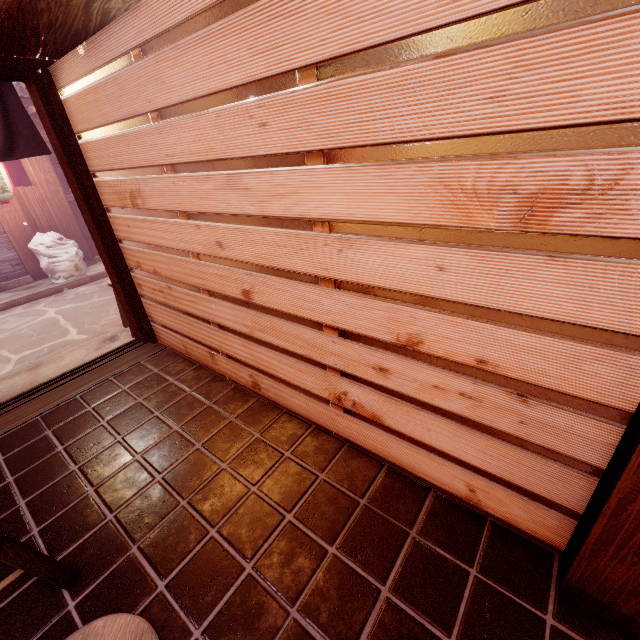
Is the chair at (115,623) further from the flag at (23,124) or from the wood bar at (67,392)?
the flag at (23,124)

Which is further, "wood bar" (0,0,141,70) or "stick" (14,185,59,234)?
"stick" (14,185,59,234)

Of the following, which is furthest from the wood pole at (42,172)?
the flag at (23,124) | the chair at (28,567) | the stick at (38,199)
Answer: the chair at (28,567)

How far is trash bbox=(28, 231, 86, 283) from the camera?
12.05m

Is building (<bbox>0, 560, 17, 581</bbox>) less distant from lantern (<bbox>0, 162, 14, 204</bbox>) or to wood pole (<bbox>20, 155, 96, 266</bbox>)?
lantern (<bbox>0, 162, 14, 204</bbox>)

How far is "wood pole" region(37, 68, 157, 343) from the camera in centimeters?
518cm

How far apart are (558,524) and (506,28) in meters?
3.9

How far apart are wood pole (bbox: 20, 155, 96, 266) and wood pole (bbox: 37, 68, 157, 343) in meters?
9.5
